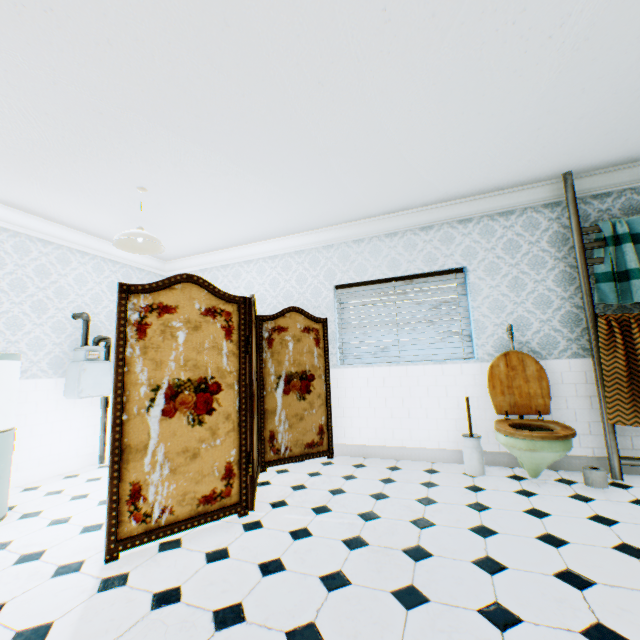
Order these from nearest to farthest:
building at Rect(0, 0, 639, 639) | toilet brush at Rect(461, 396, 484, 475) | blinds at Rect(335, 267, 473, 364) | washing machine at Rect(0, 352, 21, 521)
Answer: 1. building at Rect(0, 0, 639, 639)
2. washing machine at Rect(0, 352, 21, 521)
3. toilet brush at Rect(461, 396, 484, 475)
4. blinds at Rect(335, 267, 473, 364)

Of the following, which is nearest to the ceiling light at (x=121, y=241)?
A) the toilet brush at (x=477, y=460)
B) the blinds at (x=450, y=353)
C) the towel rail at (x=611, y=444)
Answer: the blinds at (x=450, y=353)

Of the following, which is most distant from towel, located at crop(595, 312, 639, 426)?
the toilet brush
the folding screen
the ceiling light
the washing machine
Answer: the washing machine

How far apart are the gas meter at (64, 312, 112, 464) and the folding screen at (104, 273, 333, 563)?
2.07m

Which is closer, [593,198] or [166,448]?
[166,448]

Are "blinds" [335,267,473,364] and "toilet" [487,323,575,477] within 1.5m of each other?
yes

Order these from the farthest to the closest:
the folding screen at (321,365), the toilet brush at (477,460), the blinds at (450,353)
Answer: the blinds at (450,353), the toilet brush at (477,460), the folding screen at (321,365)

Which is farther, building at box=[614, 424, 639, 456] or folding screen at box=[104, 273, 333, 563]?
building at box=[614, 424, 639, 456]
